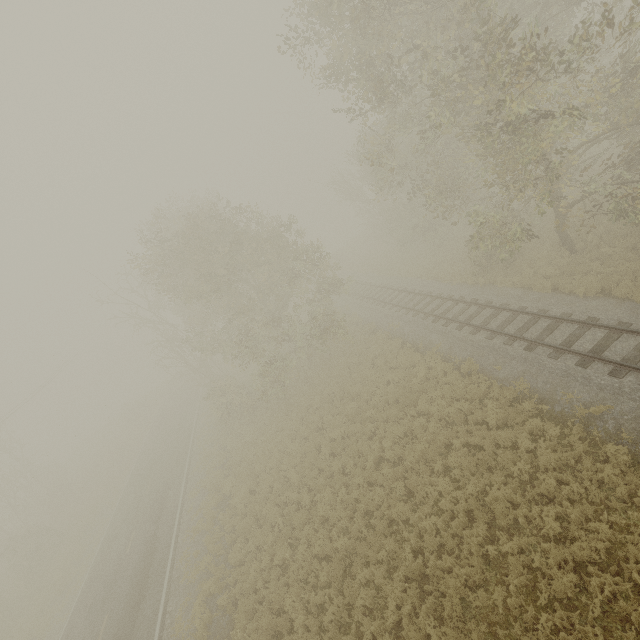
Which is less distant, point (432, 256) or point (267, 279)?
point (267, 279)
